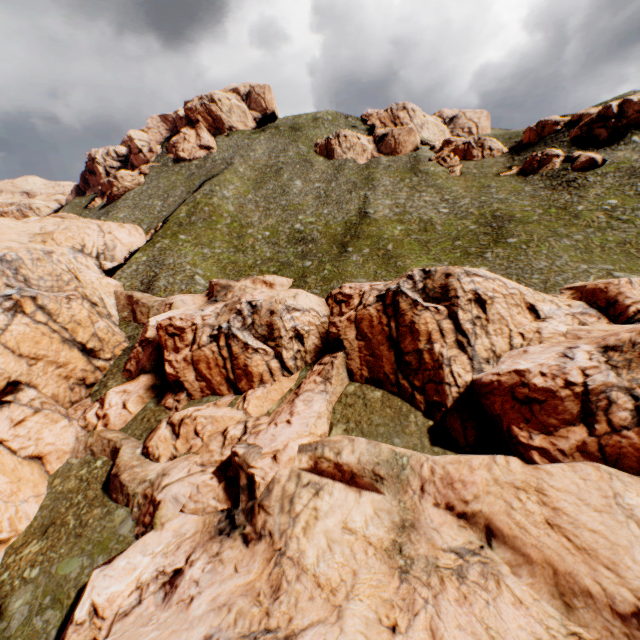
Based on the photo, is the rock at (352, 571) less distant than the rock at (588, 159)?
Yes

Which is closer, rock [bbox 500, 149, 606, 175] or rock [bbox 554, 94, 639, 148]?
rock [bbox 500, 149, 606, 175]

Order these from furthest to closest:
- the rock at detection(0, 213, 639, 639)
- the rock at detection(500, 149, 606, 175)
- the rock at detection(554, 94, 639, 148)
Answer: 1. the rock at detection(554, 94, 639, 148)
2. the rock at detection(500, 149, 606, 175)
3. the rock at detection(0, 213, 639, 639)

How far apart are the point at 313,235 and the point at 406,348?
33.8m

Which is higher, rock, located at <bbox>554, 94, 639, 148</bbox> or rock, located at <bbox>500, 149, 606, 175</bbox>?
rock, located at <bbox>554, 94, 639, 148</bbox>

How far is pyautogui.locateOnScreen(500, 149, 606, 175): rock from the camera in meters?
47.1

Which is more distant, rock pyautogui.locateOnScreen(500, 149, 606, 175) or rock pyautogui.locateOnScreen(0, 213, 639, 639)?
rock pyautogui.locateOnScreen(500, 149, 606, 175)
